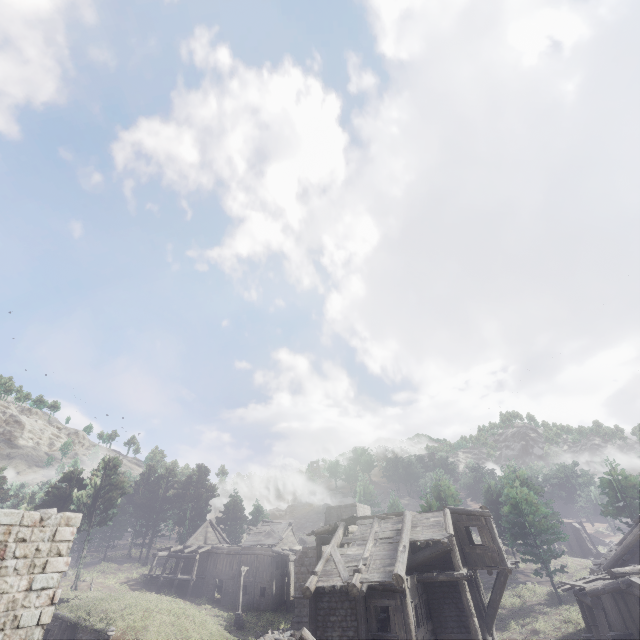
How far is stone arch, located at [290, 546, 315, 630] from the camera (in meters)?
29.31

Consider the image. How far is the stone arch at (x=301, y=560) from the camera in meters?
29.3

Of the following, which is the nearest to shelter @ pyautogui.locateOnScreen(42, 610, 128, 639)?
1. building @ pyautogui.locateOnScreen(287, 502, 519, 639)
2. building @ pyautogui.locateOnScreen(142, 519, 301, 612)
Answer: building @ pyautogui.locateOnScreen(287, 502, 519, 639)

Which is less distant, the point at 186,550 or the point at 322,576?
the point at 322,576

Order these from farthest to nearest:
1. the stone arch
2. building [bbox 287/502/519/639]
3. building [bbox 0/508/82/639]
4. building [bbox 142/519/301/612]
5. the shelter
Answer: building [bbox 142/519/301/612] → the stone arch → the shelter → building [bbox 287/502/519/639] → building [bbox 0/508/82/639]

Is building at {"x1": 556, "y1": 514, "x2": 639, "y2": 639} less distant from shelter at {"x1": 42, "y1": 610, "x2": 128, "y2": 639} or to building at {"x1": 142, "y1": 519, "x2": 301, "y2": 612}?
shelter at {"x1": 42, "y1": 610, "x2": 128, "y2": 639}

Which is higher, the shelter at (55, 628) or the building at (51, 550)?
the building at (51, 550)
